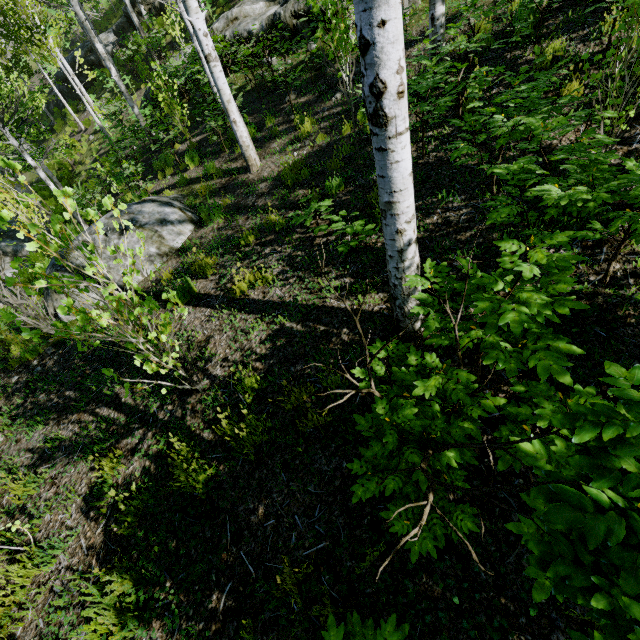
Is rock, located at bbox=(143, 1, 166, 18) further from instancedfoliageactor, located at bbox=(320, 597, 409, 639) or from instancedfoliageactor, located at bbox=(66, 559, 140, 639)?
instancedfoliageactor, located at bbox=(320, 597, 409, 639)

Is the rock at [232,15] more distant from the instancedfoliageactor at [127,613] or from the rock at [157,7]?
the rock at [157,7]

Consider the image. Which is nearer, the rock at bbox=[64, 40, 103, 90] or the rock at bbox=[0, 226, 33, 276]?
the rock at bbox=[0, 226, 33, 276]

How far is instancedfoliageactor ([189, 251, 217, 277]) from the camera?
5.2 meters

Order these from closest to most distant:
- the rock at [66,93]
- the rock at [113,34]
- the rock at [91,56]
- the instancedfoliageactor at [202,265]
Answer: the instancedfoliageactor at [202,265], the rock at [113,34], the rock at [91,56], the rock at [66,93]

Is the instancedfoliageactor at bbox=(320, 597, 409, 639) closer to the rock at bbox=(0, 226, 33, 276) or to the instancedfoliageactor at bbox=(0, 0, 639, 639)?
the instancedfoliageactor at bbox=(0, 0, 639, 639)

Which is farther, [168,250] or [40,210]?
[40,210]

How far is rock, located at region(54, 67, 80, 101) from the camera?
21.4 meters
